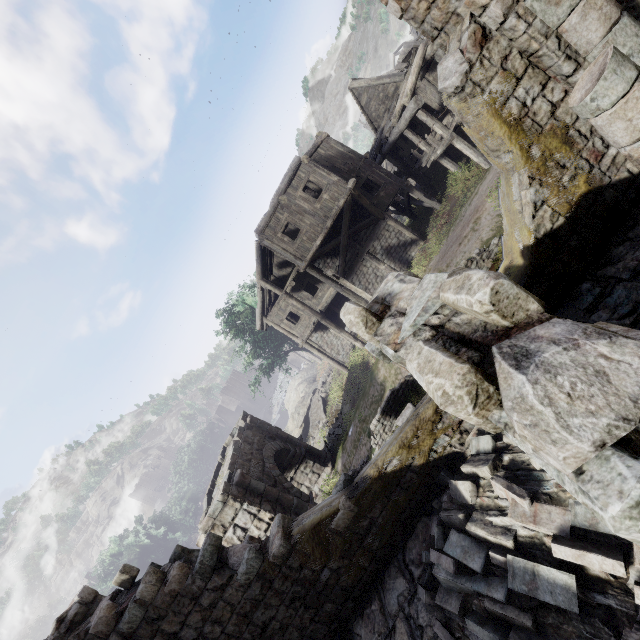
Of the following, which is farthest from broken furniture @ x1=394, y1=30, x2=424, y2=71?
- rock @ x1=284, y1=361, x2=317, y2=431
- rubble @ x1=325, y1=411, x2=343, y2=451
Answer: rock @ x1=284, y1=361, x2=317, y2=431

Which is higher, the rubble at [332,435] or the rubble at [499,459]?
the rubble at [499,459]

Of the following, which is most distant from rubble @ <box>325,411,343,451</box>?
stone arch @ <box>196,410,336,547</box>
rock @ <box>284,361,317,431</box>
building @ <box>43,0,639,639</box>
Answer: rock @ <box>284,361,317,431</box>

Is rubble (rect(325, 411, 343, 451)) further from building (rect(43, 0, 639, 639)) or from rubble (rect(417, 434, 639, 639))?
rubble (rect(417, 434, 639, 639))

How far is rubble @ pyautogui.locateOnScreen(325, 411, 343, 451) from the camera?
Answer: 19.8m

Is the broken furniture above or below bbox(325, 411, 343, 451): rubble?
above

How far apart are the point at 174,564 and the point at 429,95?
21.9m

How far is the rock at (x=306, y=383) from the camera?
34.4 meters
